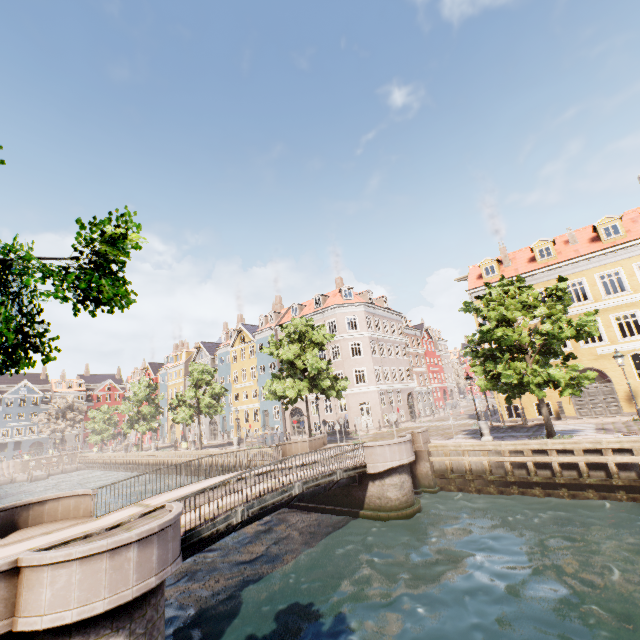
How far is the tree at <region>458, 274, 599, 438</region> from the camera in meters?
14.7

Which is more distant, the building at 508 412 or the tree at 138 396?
the tree at 138 396

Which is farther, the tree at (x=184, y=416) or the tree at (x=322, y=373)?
the tree at (x=184, y=416)

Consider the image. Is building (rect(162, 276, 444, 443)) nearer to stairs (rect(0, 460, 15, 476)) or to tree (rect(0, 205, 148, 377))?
tree (rect(0, 205, 148, 377))

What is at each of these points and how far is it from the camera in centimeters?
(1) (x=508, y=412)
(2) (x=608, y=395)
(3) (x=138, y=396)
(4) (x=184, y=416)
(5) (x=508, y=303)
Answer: (1) building, 2792cm
(2) building, 2145cm
(3) tree, 4453cm
(4) tree, 3422cm
(5) tree, 1551cm

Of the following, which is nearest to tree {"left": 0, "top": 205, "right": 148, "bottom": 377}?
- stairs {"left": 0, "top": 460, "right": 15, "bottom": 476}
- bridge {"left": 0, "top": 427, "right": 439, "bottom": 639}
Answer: bridge {"left": 0, "top": 427, "right": 439, "bottom": 639}

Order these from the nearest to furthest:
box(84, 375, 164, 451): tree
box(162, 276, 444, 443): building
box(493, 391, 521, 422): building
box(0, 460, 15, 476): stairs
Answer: box(493, 391, 521, 422): building < box(162, 276, 444, 443): building < box(84, 375, 164, 451): tree < box(0, 460, 15, 476): stairs
